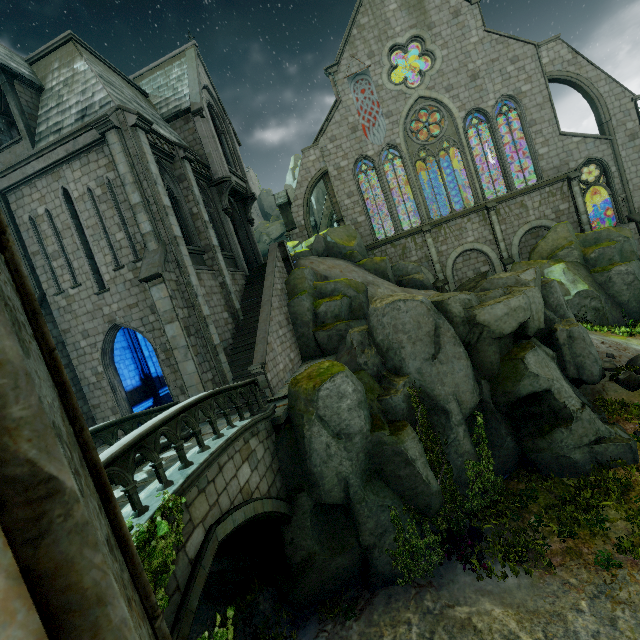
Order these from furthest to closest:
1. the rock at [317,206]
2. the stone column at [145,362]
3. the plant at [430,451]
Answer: the rock at [317,206]
the stone column at [145,362]
the plant at [430,451]

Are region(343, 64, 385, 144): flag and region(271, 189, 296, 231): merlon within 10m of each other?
yes

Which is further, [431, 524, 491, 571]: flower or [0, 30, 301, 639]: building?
[431, 524, 491, 571]: flower

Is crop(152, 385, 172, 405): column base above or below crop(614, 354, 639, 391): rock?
above

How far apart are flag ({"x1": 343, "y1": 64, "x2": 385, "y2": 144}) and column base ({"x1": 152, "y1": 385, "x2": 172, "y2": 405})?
23.24m

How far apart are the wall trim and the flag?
24.1 meters

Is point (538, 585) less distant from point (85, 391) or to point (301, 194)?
point (85, 391)

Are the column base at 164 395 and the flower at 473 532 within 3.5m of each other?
no
